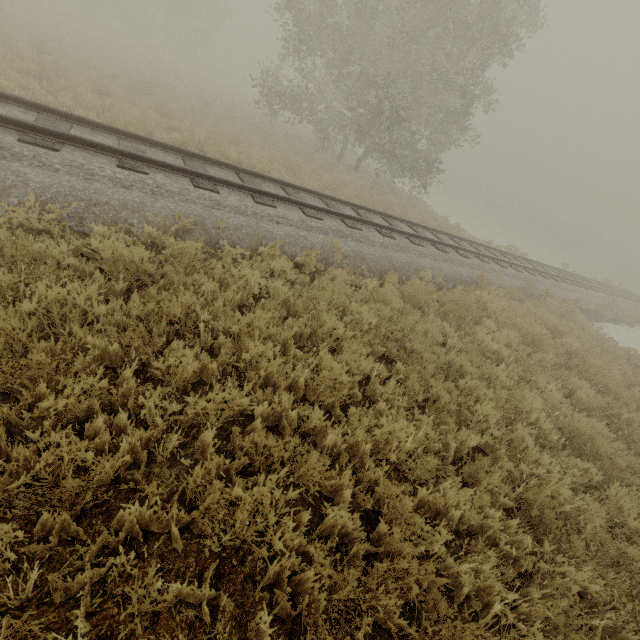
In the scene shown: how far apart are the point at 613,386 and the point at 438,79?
15.1 meters
